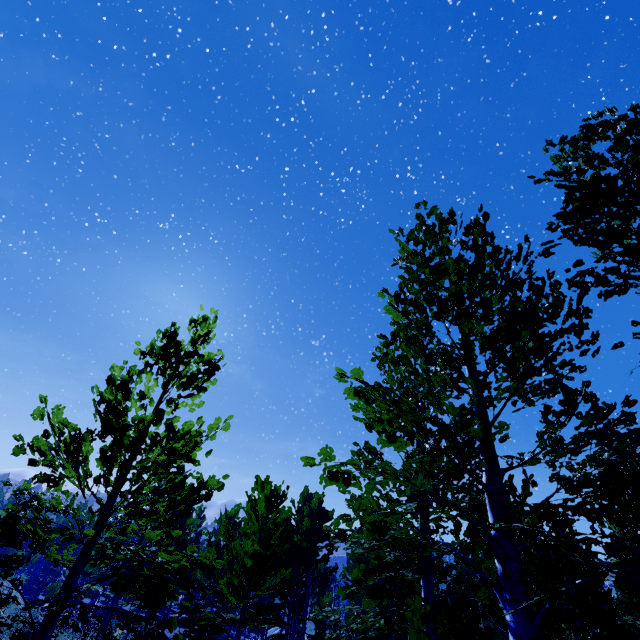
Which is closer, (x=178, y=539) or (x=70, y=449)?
(x=70, y=449)
